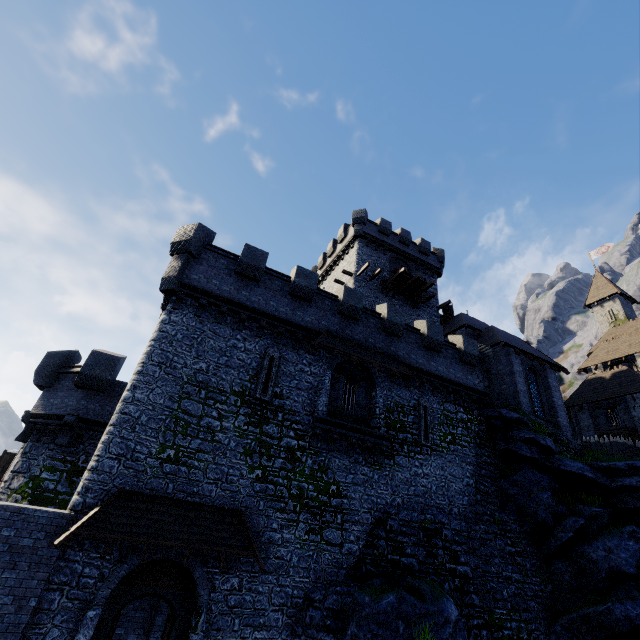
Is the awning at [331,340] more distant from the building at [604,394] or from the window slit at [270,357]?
the building at [604,394]

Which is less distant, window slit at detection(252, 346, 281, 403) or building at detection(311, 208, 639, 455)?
window slit at detection(252, 346, 281, 403)

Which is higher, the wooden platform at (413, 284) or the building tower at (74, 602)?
the wooden platform at (413, 284)

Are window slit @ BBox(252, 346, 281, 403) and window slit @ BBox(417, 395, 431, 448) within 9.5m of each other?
yes

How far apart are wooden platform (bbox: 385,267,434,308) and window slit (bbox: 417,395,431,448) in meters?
12.3 m

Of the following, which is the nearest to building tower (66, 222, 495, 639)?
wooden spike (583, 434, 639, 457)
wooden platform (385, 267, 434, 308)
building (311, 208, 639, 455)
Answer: building (311, 208, 639, 455)

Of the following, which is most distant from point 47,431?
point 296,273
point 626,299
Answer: point 626,299

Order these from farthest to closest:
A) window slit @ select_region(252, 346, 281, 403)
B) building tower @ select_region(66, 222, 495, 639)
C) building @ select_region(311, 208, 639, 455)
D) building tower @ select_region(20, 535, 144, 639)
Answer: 1. building @ select_region(311, 208, 639, 455)
2. window slit @ select_region(252, 346, 281, 403)
3. building tower @ select_region(66, 222, 495, 639)
4. building tower @ select_region(20, 535, 144, 639)
